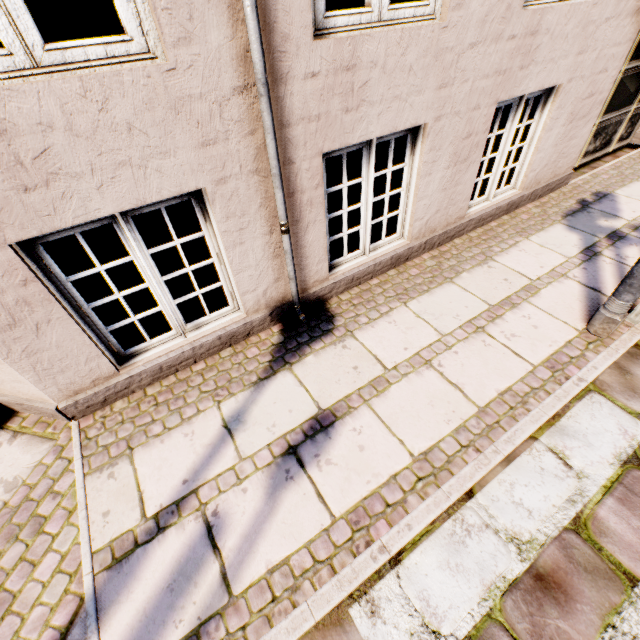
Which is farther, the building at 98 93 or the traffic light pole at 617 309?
the traffic light pole at 617 309

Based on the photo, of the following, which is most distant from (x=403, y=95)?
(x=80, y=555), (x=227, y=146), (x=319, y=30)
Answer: (x=80, y=555)

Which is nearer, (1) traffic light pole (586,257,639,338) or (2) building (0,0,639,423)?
(2) building (0,0,639,423)
